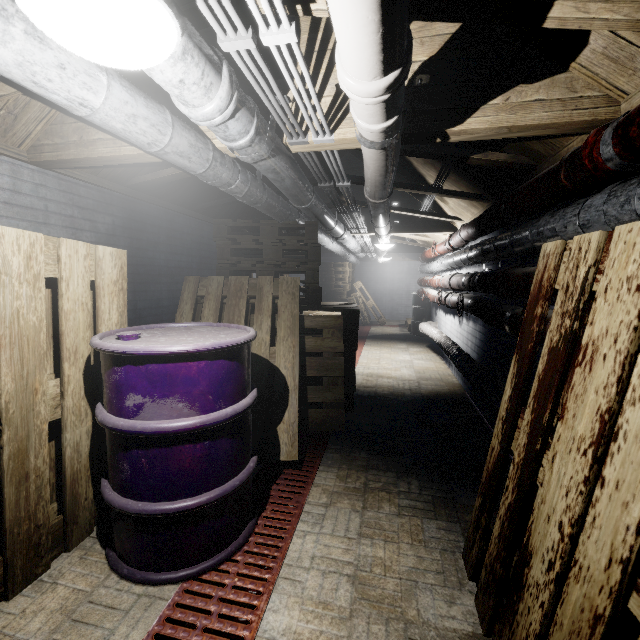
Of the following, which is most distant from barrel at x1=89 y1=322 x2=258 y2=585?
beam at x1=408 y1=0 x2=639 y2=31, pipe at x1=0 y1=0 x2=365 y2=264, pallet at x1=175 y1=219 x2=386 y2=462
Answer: beam at x1=408 y1=0 x2=639 y2=31

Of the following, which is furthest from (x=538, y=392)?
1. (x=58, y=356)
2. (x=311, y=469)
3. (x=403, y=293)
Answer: (x=403, y=293)

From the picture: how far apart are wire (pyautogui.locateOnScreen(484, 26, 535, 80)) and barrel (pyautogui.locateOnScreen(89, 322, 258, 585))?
1.6m

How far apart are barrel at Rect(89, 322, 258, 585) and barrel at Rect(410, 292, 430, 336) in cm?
646

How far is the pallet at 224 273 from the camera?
2.33m

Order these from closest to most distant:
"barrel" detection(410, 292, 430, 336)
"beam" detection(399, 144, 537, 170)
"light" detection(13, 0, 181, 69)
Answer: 1. "light" detection(13, 0, 181, 69)
2. "beam" detection(399, 144, 537, 170)
3. "barrel" detection(410, 292, 430, 336)

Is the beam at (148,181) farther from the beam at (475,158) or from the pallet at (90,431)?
the pallet at (90,431)

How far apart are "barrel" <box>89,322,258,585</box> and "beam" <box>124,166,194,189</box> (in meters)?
1.30
